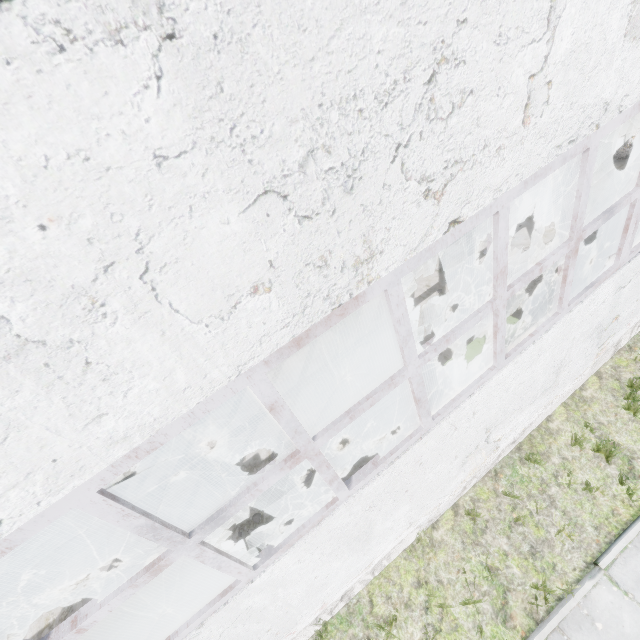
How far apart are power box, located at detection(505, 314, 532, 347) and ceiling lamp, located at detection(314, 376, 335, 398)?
3.1 meters

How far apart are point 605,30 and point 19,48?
3.8 meters

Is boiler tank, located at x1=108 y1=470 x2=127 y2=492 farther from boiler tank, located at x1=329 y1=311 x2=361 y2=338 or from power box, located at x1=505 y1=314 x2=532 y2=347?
power box, located at x1=505 y1=314 x2=532 y2=347

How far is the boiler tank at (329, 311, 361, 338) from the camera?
9.5 meters

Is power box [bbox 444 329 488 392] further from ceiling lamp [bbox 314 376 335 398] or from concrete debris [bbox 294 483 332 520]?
ceiling lamp [bbox 314 376 335 398]

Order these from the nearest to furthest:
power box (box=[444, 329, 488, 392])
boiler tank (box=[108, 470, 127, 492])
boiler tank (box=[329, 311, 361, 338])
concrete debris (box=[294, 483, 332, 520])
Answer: power box (box=[444, 329, 488, 392]), concrete debris (box=[294, 483, 332, 520]), boiler tank (box=[108, 470, 127, 492]), boiler tank (box=[329, 311, 361, 338])

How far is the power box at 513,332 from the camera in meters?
4.7 m

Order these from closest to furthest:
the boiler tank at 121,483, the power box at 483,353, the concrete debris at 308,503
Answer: the power box at 483,353 < the concrete debris at 308,503 < the boiler tank at 121,483
